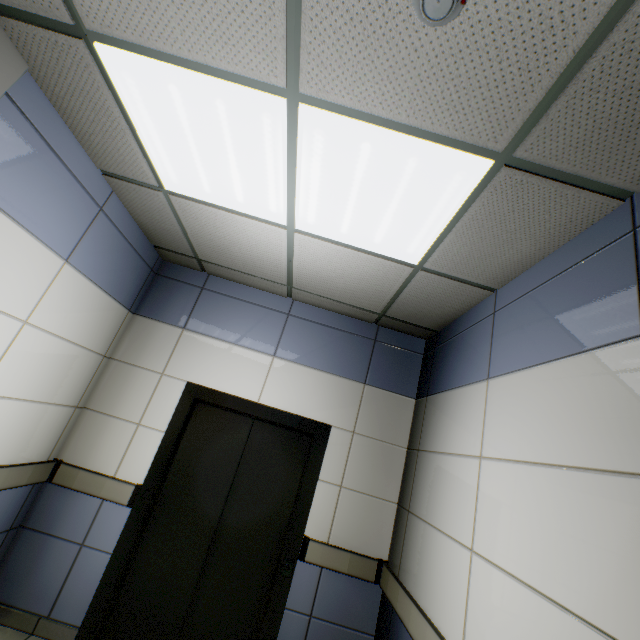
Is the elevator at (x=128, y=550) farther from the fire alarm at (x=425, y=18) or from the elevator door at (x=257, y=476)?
the fire alarm at (x=425, y=18)

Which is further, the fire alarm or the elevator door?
the elevator door

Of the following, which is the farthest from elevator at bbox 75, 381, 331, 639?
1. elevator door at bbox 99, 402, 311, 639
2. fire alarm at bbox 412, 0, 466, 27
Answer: fire alarm at bbox 412, 0, 466, 27

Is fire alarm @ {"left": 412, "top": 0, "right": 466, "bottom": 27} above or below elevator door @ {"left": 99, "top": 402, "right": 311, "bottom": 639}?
above

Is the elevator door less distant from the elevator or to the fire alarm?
the elevator

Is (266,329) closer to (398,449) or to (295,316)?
(295,316)
